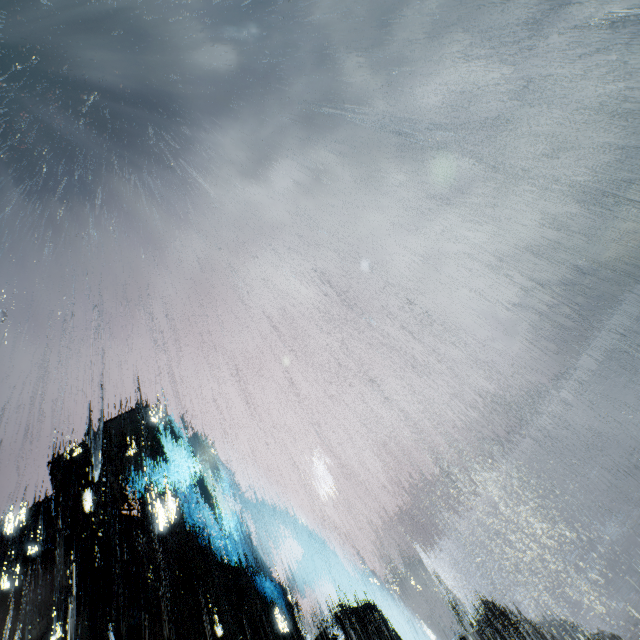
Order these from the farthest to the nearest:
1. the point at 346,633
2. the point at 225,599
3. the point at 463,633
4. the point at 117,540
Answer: Answer: the point at 463,633, the point at 117,540, the point at 225,599, the point at 346,633

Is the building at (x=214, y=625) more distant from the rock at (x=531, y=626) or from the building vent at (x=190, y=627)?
the rock at (x=531, y=626)

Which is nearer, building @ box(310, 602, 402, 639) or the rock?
building @ box(310, 602, 402, 639)

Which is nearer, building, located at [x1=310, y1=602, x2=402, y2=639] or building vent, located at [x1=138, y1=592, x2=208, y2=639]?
building vent, located at [x1=138, y1=592, x2=208, y2=639]

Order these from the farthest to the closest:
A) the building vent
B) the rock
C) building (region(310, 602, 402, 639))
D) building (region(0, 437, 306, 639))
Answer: the rock → building (region(0, 437, 306, 639)) → building (region(310, 602, 402, 639)) → the building vent

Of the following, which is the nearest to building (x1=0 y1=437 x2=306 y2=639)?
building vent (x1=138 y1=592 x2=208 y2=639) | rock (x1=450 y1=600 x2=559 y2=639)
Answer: building vent (x1=138 y1=592 x2=208 y2=639)
